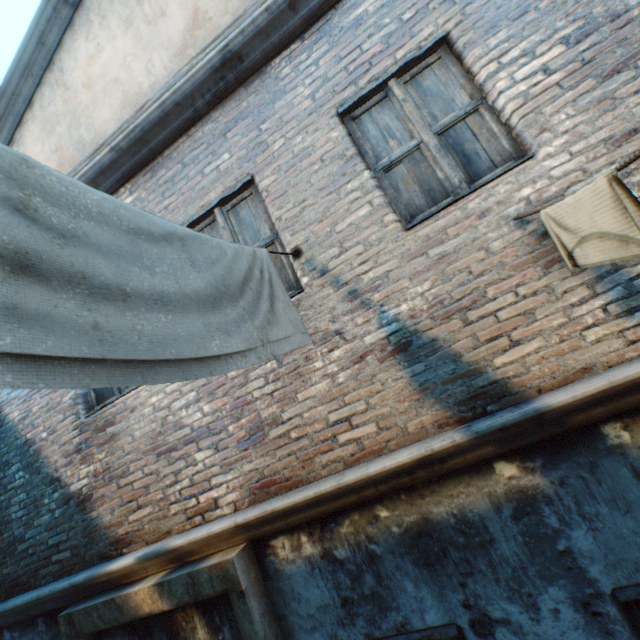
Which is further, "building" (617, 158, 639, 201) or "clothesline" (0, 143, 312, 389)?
"building" (617, 158, 639, 201)

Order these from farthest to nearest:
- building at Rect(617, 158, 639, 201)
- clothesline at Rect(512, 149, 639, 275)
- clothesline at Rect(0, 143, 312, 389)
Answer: building at Rect(617, 158, 639, 201), clothesline at Rect(512, 149, 639, 275), clothesline at Rect(0, 143, 312, 389)

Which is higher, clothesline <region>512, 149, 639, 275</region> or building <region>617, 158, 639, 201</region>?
building <region>617, 158, 639, 201</region>

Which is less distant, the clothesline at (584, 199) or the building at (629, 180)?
the clothesline at (584, 199)

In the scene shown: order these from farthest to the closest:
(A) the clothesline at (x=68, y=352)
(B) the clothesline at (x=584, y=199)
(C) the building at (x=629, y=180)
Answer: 1. (C) the building at (x=629, y=180)
2. (B) the clothesline at (x=584, y=199)
3. (A) the clothesline at (x=68, y=352)

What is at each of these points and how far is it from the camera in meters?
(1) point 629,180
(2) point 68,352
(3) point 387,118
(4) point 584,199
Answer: (1) building, 2.1
(2) clothesline, 0.7
(3) building, 2.8
(4) clothesline, 1.4
